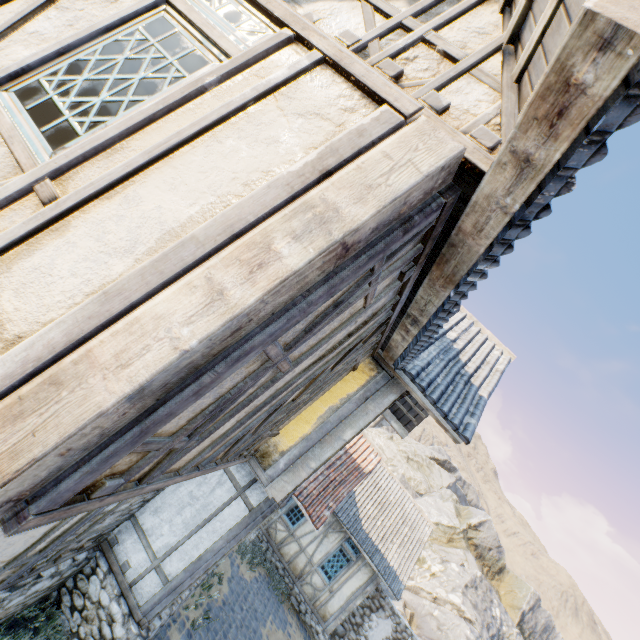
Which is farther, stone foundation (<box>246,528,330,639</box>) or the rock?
the rock

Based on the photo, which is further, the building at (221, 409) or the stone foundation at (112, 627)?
the stone foundation at (112, 627)

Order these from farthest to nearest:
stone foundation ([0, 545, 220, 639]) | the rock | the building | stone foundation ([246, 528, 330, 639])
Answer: the rock, stone foundation ([246, 528, 330, 639]), stone foundation ([0, 545, 220, 639]), the building

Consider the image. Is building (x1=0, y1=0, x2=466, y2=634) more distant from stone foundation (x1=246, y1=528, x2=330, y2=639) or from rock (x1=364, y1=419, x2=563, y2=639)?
rock (x1=364, y1=419, x2=563, y2=639)

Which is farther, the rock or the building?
the rock

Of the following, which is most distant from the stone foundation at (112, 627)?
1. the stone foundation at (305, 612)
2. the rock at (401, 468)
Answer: the rock at (401, 468)

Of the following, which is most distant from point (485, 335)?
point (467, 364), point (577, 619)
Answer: point (577, 619)

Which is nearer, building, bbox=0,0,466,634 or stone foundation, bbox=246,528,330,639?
building, bbox=0,0,466,634
